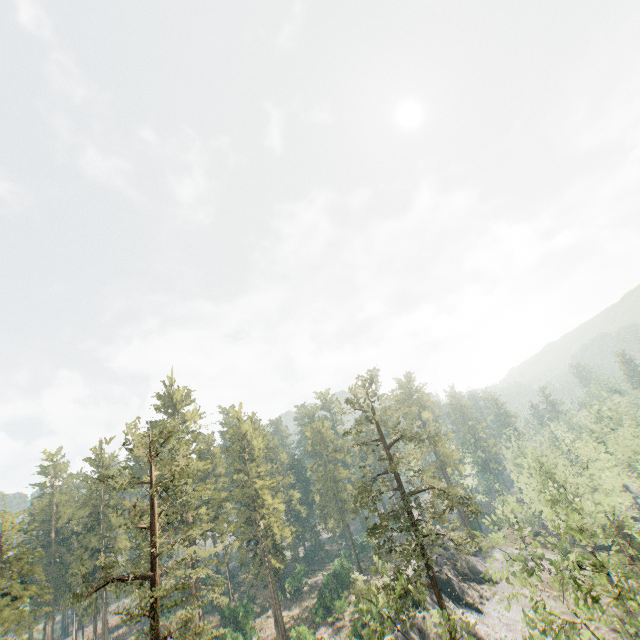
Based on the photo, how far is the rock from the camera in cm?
4216

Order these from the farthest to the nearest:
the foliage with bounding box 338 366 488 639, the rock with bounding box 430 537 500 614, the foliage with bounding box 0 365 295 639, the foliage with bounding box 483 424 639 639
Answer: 1. the rock with bounding box 430 537 500 614
2. the foliage with bounding box 0 365 295 639
3. the foliage with bounding box 483 424 639 639
4. the foliage with bounding box 338 366 488 639

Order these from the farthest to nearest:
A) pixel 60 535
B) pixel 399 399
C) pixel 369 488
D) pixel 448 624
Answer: pixel 60 535
pixel 399 399
pixel 369 488
pixel 448 624

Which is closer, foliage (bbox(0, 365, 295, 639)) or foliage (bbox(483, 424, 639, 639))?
foliage (bbox(483, 424, 639, 639))

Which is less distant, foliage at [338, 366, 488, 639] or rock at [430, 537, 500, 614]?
foliage at [338, 366, 488, 639]

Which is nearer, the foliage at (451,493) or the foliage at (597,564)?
the foliage at (451,493)

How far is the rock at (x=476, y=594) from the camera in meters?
42.2
